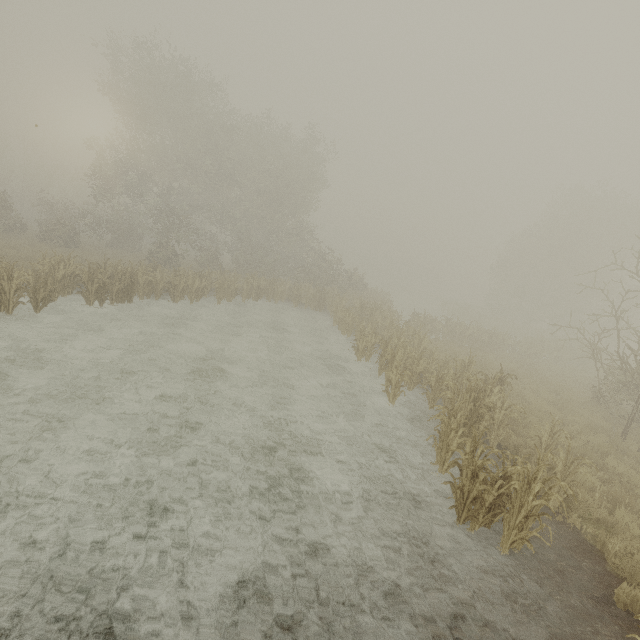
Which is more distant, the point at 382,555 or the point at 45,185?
the point at 45,185
